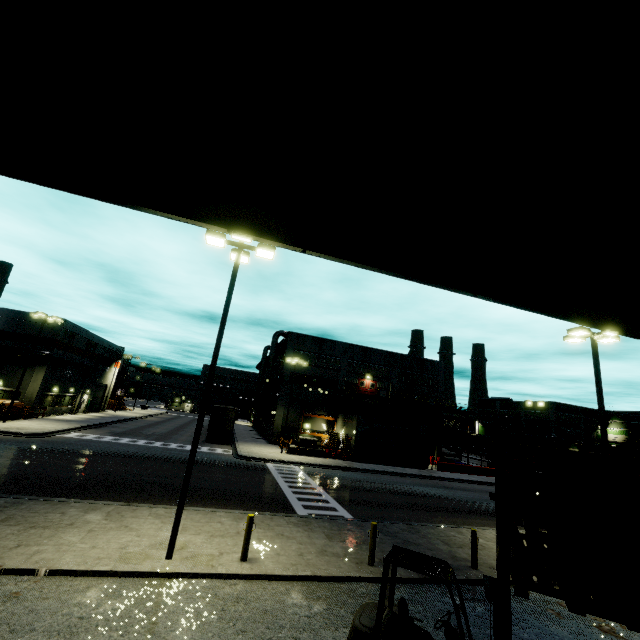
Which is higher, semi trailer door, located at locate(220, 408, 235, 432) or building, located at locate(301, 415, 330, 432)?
building, located at locate(301, 415, 330, 432)

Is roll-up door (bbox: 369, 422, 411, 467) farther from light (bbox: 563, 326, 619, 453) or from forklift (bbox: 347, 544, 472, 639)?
light (bbox: 563, 326, 619, 453)

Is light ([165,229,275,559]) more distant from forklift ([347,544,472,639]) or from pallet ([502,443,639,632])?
pallet ([502,443,639,632])

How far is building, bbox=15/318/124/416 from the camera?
34.8m

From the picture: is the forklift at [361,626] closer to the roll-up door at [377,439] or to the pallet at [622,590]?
the pallet at [622,590]

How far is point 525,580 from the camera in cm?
435

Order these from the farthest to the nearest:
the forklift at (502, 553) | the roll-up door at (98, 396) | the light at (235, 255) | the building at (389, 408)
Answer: the roll-up door at (98, 396), the building at (389, 408), the light at (235, 255), the forklift at (502, 553)

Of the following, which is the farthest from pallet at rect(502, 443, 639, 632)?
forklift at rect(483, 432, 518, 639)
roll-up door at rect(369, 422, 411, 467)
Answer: roll-up door at rect(369, 422, 411, 467)
